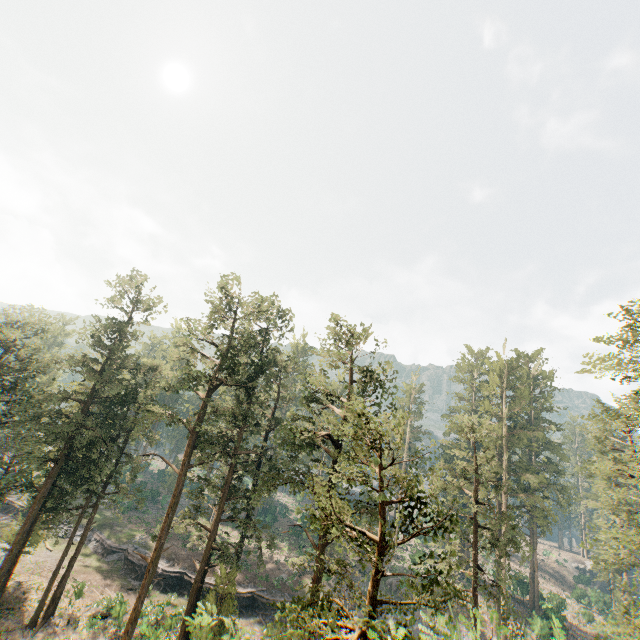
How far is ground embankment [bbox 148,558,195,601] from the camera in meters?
36.7 m

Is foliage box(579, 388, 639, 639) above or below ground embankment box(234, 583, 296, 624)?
above

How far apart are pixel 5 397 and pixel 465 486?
57.42m

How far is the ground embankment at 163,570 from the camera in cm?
3672
